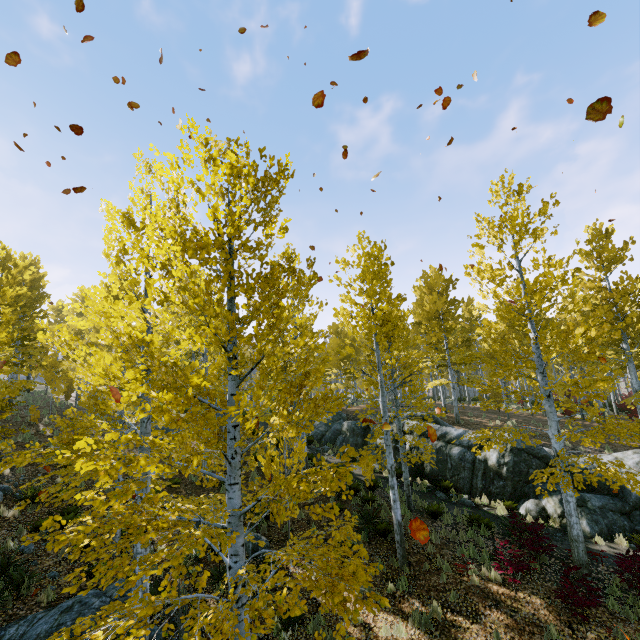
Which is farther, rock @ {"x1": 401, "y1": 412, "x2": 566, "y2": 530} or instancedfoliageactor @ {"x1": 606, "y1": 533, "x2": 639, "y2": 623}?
rock @ {"x1": 401, "y1": 412, "x2": 566, "y2": 530}

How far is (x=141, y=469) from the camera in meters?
4.0 m

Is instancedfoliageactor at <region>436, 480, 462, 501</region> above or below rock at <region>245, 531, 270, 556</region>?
above

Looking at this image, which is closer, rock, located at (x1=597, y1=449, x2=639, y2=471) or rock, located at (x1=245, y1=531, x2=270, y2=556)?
→ rock, located at (x1=245, y1=531, x2=270, y2=556)

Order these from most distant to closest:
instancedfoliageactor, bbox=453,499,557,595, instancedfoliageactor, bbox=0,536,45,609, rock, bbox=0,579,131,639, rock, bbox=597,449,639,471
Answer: rock, bbox=597,449,639,471
instancedfoliageactor, bbox=453,499,557,595
instancedfoliageactor, bbox=0,536,45,609
rock, bbox=0,579,131,639

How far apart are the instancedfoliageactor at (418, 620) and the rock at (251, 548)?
5.01m

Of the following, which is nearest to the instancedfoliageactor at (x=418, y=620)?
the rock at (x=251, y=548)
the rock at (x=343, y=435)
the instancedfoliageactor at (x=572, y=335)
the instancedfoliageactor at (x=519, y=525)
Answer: the instancedfoliageactor at (x=572, y=335)

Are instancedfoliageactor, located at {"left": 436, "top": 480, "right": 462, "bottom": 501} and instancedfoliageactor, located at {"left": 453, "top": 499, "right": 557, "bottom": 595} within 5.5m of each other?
yes
